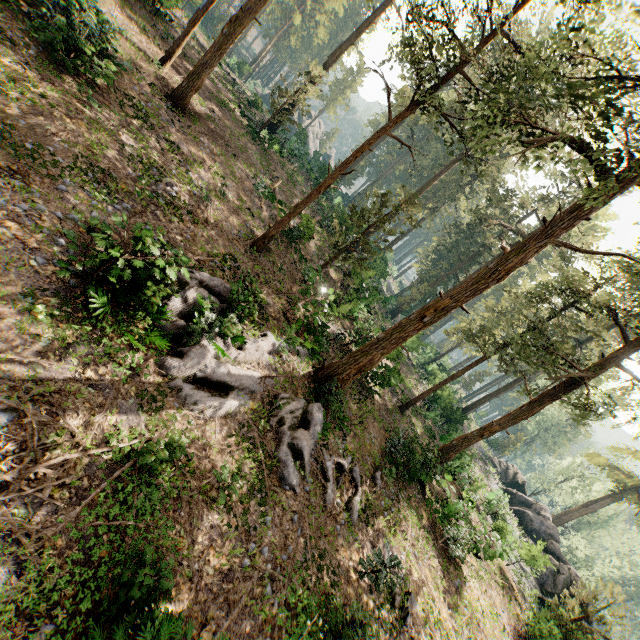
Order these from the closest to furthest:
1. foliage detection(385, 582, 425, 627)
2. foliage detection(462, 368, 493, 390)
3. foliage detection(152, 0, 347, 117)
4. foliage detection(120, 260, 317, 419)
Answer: foliage detection(120, 260, 317, 419), foliage detection(385, 582, 425, 627), foliage detection(152, 0, 347, 117), foliage detection(462, 368, 493, 390)

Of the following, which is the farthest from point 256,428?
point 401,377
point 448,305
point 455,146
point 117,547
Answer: point 455,146

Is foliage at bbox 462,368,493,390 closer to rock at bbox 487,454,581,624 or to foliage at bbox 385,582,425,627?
rock at bbox 487,454,581,624

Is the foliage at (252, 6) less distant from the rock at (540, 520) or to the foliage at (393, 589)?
the rock at (540, 520)

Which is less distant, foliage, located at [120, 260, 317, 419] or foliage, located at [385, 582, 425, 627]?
foliage, located at [120, 260, 317, 419]

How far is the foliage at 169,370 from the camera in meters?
8.9 m
